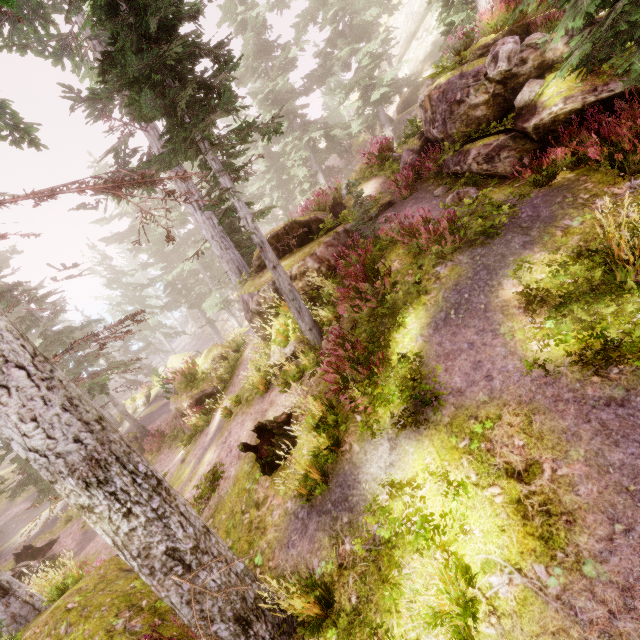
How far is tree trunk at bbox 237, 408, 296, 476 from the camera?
6.83m

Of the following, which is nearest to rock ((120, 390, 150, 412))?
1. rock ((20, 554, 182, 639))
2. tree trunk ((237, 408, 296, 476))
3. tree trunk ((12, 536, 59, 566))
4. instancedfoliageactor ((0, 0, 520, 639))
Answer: instancedfoliageactor ((0, 0, 520, 639))

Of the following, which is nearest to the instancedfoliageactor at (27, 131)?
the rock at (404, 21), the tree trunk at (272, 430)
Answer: the rock at (404, 21)

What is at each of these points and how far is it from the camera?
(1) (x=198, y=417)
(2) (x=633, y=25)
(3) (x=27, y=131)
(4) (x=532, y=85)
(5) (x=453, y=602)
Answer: (1) instancedfoliageactor, 13.5m
(2) instancedfoliageactor, 5.1m
(3) instancedfoliageactor, 6.8m
(4) instancedfoliageactor, 7.6m
(5) instancedfoliageactor, 3.4m

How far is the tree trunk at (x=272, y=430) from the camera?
6.83m

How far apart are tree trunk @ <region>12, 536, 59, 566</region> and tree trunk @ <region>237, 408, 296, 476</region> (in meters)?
19.76

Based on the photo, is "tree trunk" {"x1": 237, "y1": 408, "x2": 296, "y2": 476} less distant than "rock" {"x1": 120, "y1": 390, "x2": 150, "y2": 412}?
Yes

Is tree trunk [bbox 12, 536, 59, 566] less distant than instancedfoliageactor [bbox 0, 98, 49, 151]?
No
